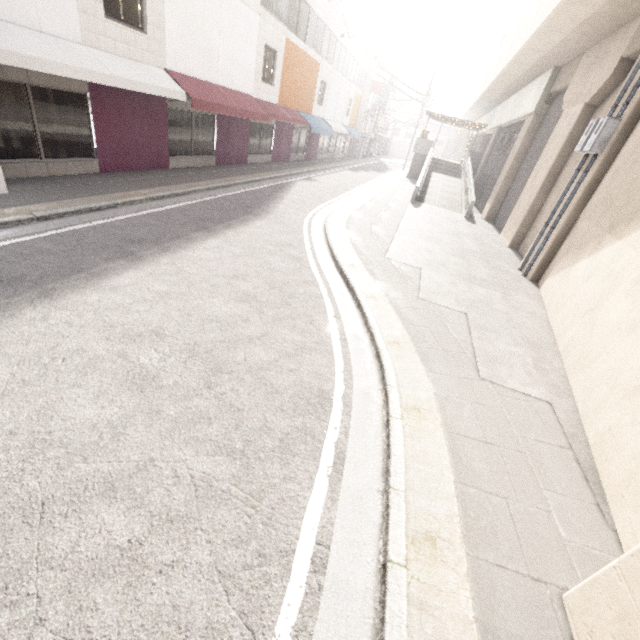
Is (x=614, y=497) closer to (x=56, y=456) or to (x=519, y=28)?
(x=56, y=456)

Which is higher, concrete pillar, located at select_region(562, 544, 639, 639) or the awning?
the awning

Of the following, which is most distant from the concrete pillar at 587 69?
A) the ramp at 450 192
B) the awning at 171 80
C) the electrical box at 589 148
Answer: Result: the awning at 171 80

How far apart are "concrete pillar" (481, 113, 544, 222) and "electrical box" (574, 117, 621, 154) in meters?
9.4

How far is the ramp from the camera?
18.0 meters

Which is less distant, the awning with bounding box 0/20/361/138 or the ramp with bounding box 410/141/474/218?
the awning with bounding box 0/20/361/138

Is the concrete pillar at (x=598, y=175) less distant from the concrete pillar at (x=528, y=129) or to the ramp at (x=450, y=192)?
the concrete pillar at (x=528, y=129)

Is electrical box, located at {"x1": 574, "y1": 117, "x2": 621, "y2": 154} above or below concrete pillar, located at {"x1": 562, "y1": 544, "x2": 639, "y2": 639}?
above
